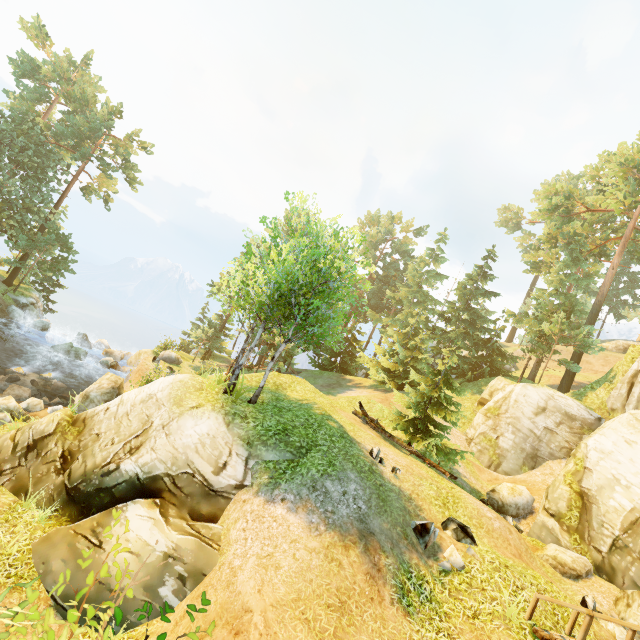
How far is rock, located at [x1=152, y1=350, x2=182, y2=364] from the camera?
→ 27.36m

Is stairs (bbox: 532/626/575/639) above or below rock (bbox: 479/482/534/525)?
below

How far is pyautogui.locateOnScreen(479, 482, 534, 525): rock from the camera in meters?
16.6 m

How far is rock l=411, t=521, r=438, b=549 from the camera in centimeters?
941cm

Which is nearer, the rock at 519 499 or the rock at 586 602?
the rock at 586 602

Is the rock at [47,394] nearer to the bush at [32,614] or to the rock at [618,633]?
the bush at [32,614]

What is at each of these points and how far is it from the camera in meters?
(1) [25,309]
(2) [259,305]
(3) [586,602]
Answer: (1) rock, 30.3
(2) tree, 13.4
(3) rock, 10.4

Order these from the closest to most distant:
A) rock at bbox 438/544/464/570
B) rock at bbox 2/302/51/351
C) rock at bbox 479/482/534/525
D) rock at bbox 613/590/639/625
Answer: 1. rock at bbox 438/544/464/570
2. rock at bbox 613/590/639/625
3. rock at bbox 479/482/534/525
4. rock at bbox 2/302/51/351
